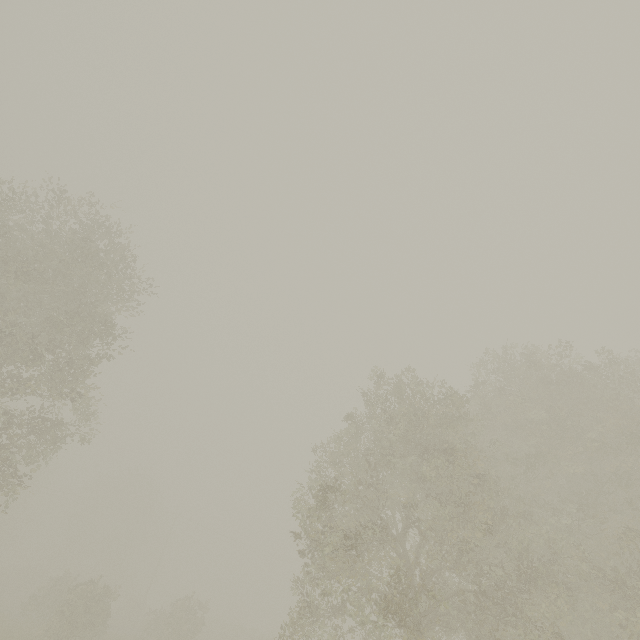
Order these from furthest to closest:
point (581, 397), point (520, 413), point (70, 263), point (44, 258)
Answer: point (520, 413), point (44, 258), point (581, 397), point (70, 263)
